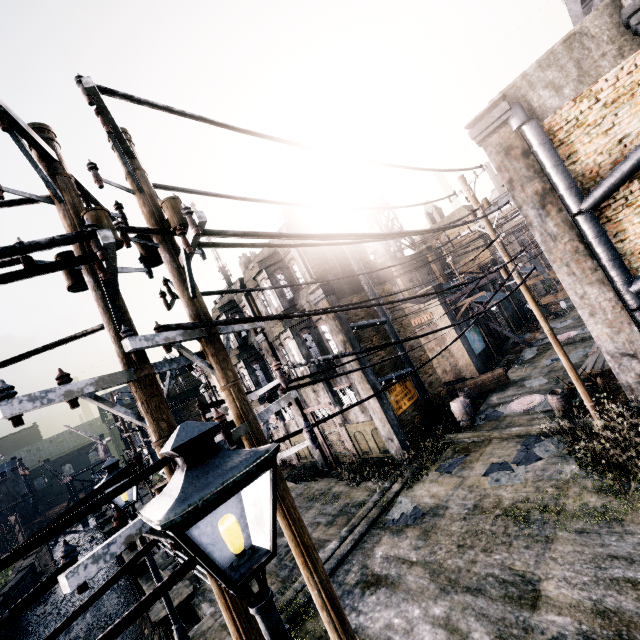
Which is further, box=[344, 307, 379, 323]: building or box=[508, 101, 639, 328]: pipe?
box=[344, 307, 379, 323]: building

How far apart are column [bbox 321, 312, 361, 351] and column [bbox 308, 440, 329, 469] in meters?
5.6 m

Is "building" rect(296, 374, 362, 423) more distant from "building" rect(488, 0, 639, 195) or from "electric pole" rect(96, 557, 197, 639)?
"building" rect(488, 0, 639, 195)

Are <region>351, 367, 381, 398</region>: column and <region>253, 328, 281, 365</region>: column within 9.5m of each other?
yes

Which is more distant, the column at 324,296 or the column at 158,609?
the column at 324,296

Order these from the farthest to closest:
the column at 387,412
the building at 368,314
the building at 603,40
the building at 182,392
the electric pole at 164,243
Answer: the building at 182,392 → the building at 368,314 → the column at 387,412 → the building at 603,40 → the electric pole at 164,243

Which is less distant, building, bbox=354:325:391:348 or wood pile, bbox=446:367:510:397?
building, bbox=354:325:391:348

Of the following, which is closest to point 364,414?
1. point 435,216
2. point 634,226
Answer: point 634,226
